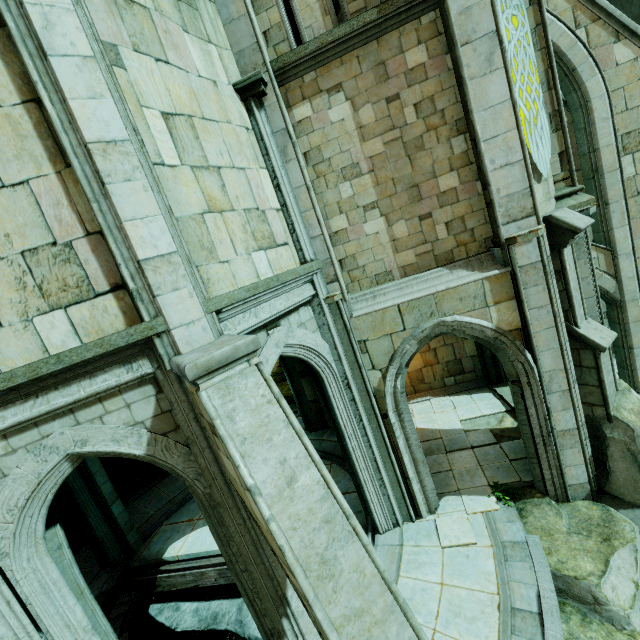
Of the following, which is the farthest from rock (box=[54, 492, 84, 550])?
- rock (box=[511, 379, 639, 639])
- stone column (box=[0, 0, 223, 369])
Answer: rock (box=[511, 379, 639, 639])

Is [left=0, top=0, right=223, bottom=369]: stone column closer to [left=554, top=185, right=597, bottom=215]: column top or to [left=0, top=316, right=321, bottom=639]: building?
[left=0, top=316, right=321, bottom=639]: building

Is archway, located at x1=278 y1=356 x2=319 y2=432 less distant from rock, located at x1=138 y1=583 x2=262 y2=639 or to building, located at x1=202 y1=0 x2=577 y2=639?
building, located at x1=202 y1=0 x2=577 y2=639

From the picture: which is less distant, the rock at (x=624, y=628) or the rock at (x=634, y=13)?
the rock at (x=624, y=628)

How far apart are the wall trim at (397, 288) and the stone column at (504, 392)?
5.8 meters

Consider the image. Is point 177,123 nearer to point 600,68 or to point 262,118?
point 262,118

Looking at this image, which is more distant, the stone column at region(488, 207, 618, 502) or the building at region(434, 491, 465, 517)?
the building at region(434, 491, 465, 517)

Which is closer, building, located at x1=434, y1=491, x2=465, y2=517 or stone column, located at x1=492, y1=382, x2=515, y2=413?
building, located at x1=434, y1=491, x2=465, y2=517
